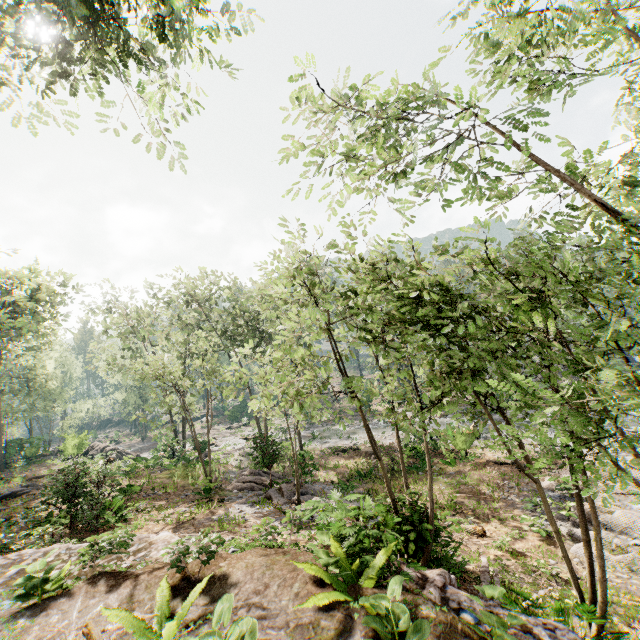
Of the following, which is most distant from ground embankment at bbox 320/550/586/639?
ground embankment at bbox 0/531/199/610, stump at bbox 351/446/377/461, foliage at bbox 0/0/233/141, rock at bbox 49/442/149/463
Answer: rock at bbox 49/442/149/463

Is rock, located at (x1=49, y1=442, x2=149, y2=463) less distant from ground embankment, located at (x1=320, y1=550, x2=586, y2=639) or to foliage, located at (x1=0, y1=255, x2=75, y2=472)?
foliage, located at (x1=0, y1=255, x2=75, y2=472)

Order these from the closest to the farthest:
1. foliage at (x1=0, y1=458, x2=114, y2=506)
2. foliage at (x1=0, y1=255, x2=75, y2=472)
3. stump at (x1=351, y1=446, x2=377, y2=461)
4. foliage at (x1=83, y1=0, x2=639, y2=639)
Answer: foliage at (x1=83, y1=0, x2=639, y2=639) < foliage at (x1=0, y1=458, x2=114, y2=506) < foliage at (x1=0, y1=255, x2=75, y2=472) < stump at (x1=351, y1=446, x2=377, y2=461)

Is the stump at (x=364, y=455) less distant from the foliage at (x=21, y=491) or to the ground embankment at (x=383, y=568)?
the foliage at (x=21, y=491)

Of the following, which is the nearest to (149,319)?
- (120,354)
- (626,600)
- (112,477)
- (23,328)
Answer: (120,354)

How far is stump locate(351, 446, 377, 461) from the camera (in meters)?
24.17

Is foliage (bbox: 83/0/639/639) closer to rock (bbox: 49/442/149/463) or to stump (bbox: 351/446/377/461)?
rock (bbox: 49/442/149/463)

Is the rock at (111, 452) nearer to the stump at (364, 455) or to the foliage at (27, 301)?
the foliage at (27, 301)
